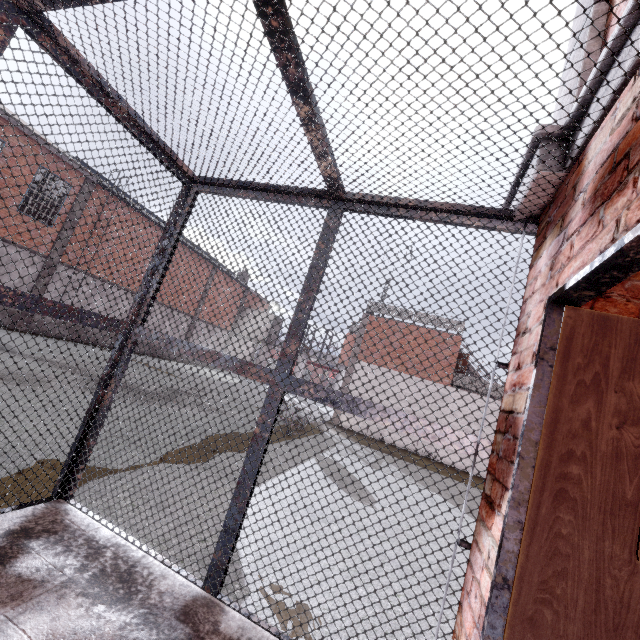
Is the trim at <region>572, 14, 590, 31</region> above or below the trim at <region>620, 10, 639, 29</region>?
above

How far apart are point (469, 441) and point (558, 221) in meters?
1.3

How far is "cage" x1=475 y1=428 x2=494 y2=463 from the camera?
1.9m

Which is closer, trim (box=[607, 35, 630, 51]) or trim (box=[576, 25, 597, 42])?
→ trim (box=[607, 35, 630, 51])

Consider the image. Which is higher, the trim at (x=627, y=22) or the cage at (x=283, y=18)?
the trim at (x=627, y=22)

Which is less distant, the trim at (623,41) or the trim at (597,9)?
the trim at (623,41)

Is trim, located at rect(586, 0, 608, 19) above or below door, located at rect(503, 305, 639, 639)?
above

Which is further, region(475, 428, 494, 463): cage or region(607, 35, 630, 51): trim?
region(475, 428, 494, 463): cage
